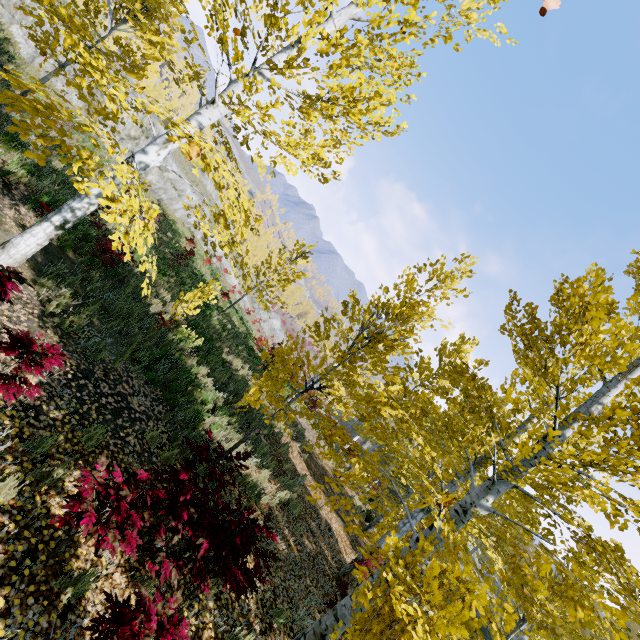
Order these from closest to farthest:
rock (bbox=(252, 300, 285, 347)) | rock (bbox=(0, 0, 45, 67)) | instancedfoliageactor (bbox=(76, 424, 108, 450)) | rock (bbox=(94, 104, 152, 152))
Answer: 1. instancedfoliageactor (bbox=(76, 424, 108, 450))
2. rock (bbox=(0, 0, 45, 67))
3. rock (bbox=(94, 104, 152, 152))
4. rock (bbox=(252, 300, 285, 347))

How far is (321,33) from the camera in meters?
4.4 m

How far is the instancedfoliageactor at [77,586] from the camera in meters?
3.0 m

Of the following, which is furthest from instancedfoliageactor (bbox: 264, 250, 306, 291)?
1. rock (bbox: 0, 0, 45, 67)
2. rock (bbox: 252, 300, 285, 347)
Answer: rock (bbox: 252, 300, 285, 347)

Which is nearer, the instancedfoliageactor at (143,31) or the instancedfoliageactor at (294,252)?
the instancedfoliageactor at (143,31)

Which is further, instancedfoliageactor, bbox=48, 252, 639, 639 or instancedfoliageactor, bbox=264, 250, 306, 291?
instancedfoliageactor, bbox=264, 250, 306, 291

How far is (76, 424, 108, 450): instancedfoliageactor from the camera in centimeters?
438cm
